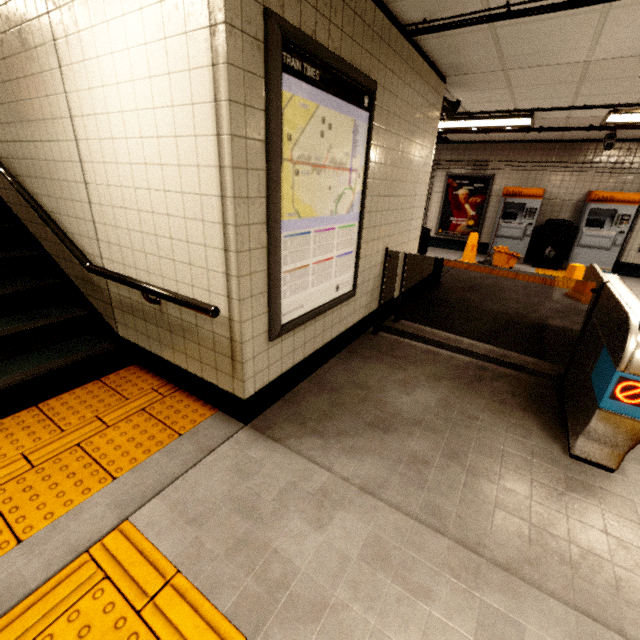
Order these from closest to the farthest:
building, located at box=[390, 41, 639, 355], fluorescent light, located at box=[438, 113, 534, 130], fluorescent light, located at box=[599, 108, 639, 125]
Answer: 1. building, located at box=[390, 41, 639, 355]
2. fluorescent light, located at box=[599, 108, 639, 125]
3. fluorescent light, located at box=[438, 113, 534, 130]

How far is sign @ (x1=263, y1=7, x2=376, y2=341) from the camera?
1.74m

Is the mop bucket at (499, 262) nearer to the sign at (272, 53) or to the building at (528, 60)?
the building at (528, 60)

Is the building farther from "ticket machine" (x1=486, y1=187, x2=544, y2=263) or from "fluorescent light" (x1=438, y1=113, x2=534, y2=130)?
"ticket machine" (x1=486, y1=187, x2=544, y2=263)

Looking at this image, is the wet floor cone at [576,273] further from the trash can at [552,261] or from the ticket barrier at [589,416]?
the trash can at [552,261]

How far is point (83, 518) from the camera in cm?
174

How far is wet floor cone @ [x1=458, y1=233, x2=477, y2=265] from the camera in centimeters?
794cm

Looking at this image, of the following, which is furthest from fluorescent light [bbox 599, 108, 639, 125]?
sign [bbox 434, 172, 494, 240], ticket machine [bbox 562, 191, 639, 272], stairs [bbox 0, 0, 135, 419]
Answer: stairs [bbox 0, 0, 135, 419]
